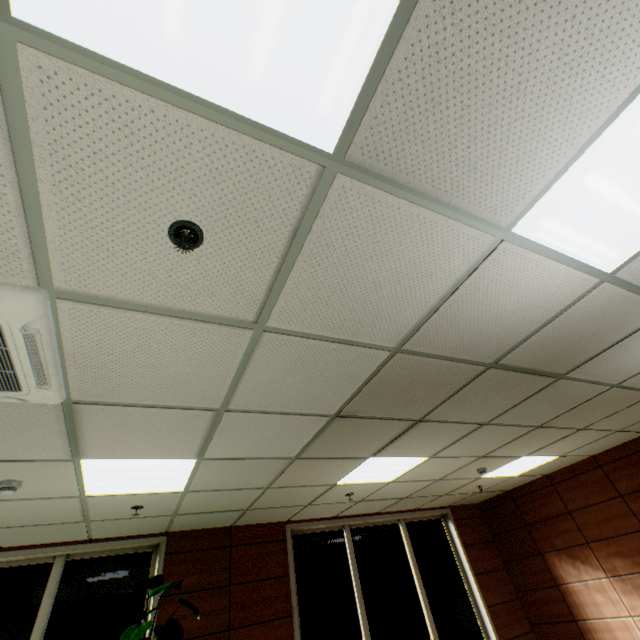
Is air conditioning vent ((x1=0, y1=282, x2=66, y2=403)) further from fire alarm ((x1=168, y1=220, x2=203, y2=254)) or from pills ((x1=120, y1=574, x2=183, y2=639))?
pills ((x1=120, y1=574, x2=183, y2=639))

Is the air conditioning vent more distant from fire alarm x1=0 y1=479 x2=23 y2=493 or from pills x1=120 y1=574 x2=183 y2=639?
pills x1=120 y1=574 x2=183 y2=639

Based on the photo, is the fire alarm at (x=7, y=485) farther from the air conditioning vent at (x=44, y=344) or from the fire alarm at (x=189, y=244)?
the fire alarm at (x=189, y=244)

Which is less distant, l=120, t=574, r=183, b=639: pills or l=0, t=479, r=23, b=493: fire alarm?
l=0, t=479, r=23, b=493: fire alarm

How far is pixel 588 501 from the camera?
5.94m

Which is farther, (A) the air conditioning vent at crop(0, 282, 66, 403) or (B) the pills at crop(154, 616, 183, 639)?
(B) the pills at crop(154, 616, 183, 639)

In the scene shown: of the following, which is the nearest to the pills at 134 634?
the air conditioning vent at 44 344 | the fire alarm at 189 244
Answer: the air conditioning vent at 44 344

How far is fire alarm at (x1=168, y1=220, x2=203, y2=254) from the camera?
1.31m
